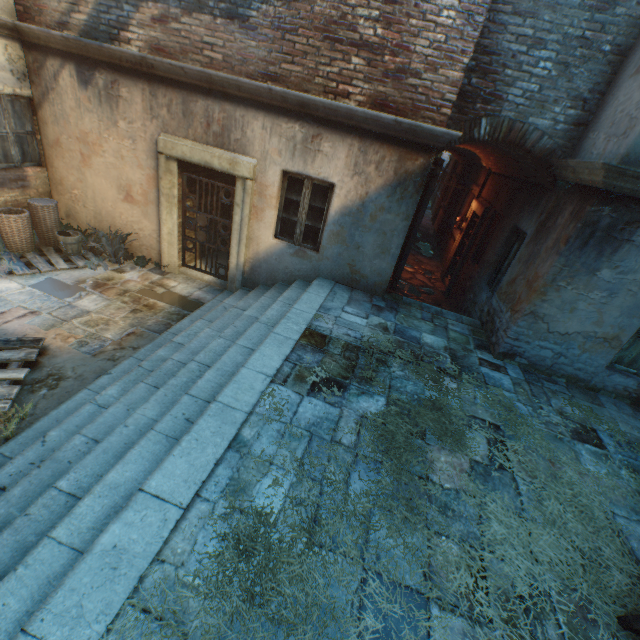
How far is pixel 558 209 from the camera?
4.84m

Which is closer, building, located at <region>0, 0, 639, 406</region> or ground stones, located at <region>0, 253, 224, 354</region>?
building, located at <region>0, 0, 639, 406</region>

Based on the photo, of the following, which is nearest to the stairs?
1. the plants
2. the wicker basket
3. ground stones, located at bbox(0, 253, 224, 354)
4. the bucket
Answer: ground stones, located at bbox(0, 253, 224, 354)

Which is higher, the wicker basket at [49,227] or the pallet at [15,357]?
the wicker basket at [49,227]

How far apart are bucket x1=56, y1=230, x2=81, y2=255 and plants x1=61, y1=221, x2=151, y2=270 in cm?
11

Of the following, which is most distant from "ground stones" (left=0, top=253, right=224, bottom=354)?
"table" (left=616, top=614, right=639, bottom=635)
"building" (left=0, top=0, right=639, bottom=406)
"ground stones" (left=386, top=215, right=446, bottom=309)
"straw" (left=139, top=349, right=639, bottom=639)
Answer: "table" (left=616, top=614, right=639, bottom=635)

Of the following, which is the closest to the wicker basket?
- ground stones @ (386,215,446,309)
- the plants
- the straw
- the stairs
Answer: the plants

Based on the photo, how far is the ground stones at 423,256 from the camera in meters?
9.6 m
